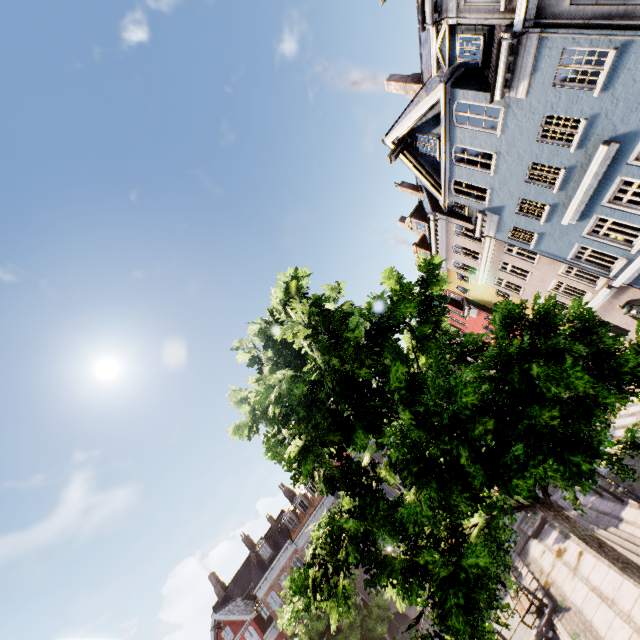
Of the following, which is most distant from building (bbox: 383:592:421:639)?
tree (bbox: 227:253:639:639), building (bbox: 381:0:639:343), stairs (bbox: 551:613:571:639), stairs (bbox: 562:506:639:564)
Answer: stairs (bbox: 551:613:571:639)

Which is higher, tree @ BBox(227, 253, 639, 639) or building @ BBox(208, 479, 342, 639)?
building @ BBox(208, 479, 342, 639)

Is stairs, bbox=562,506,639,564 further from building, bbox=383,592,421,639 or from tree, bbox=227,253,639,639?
building, bbox=383,592,421,639

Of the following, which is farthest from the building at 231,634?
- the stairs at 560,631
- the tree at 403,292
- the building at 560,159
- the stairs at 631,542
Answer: the stairs at 560,631

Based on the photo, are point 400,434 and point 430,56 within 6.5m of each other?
no

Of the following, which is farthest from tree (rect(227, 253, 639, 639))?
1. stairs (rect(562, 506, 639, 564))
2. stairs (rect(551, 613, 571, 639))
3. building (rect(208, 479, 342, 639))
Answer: stairs (rect(551, 613, 571, 639))
